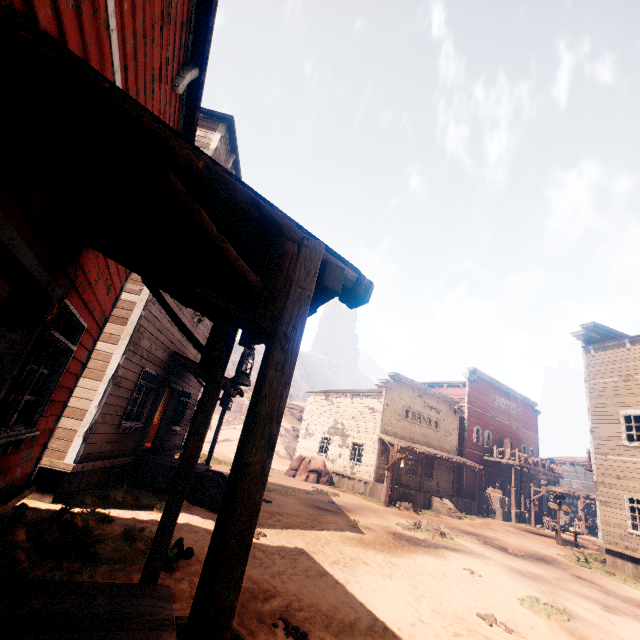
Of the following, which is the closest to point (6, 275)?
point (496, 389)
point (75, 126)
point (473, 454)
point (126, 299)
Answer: point (75, 126)

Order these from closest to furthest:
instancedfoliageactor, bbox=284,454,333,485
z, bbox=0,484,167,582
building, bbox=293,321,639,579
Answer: z, bbox=0,484,167,582
building, bbox=293,321,639,579
instancedfoliageactor, bbox=284,454,333,485

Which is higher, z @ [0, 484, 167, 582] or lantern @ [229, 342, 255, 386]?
lantern @ [229, 342, 255, 386]

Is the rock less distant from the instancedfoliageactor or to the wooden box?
the instancedfoliageactor

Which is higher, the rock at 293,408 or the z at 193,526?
the rock at 293,408

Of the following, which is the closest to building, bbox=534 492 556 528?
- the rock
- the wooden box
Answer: the wooden box

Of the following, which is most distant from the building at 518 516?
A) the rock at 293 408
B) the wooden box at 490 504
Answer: the rock at 293 408

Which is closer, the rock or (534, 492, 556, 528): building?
(534, 492, 556, 528): building
